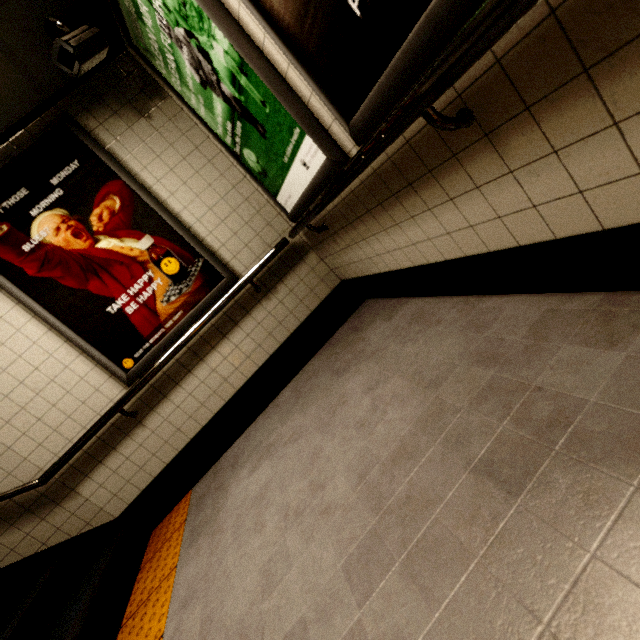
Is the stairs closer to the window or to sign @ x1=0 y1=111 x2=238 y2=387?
sign @ x1=0 y1=111 x2=238 y2=387

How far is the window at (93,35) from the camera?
→ 2.0 meters

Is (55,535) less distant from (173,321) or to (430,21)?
(173,321)

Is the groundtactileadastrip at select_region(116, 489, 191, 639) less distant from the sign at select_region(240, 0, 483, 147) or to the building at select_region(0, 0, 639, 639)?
the building at select_region(0, 0, 639, 639)

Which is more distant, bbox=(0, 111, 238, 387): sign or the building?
bbox=(0, 111, 238, 387): sign

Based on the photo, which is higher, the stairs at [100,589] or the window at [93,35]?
the window at [93,35]

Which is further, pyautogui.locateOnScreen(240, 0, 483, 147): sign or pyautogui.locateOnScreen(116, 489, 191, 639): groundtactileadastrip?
pyautogui.locateOnScreen(116, 489, 191, 639): groundtactileadastrip

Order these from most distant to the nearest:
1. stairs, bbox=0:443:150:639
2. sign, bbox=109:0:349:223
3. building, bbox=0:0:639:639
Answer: stairs, bbox=0:443:150:639
sign, bbox=109:0:349:223
building, bbox=0:0:639:639
